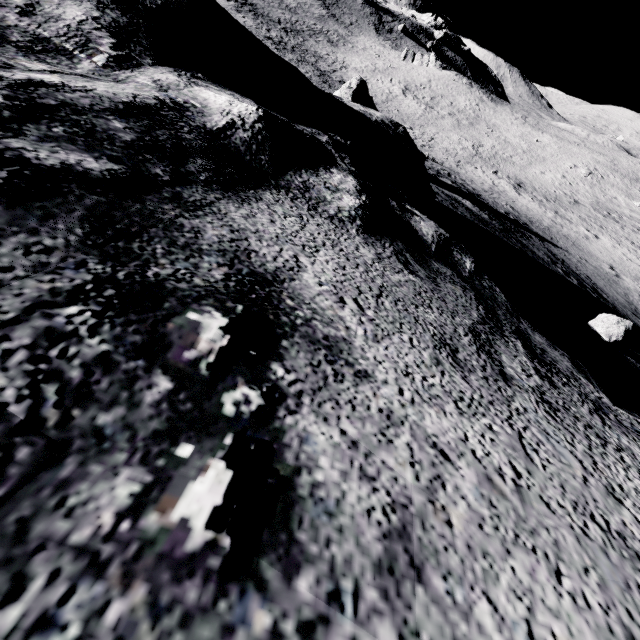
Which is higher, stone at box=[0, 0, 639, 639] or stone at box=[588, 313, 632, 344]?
stone at box=[0, 0, 639, 639]

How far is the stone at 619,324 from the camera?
6.5 meters

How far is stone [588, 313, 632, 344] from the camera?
6.53m

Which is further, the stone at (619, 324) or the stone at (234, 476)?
the stone at (619, 324)

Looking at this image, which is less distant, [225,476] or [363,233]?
[225,476]

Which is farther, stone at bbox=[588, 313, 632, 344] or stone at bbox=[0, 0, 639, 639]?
stone at bbox=[588, 313, 632, 344]
